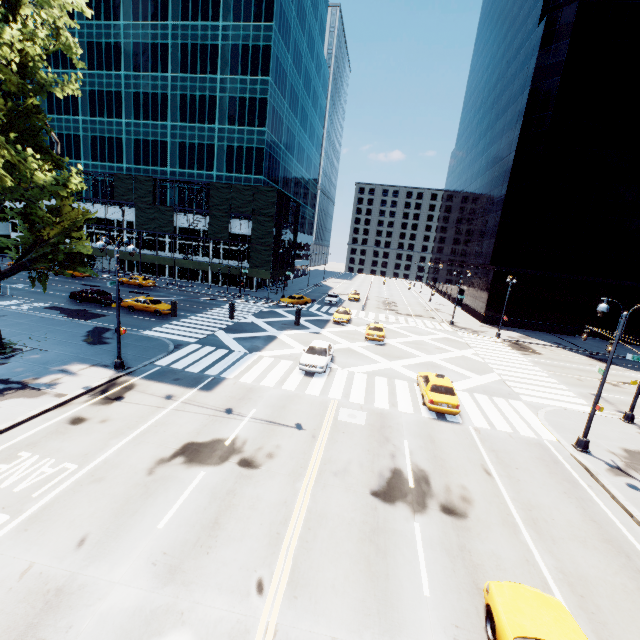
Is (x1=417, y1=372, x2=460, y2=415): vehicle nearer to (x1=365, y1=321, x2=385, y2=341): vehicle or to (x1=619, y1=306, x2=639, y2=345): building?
(x1=365, y1=321, x2=385, y2=341): vehicle

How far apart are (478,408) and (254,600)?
16.3m

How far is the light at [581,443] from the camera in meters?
14.6

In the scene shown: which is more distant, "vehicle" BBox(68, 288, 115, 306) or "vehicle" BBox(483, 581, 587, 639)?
"vehicle" BBox(68, 288, 115, 306)

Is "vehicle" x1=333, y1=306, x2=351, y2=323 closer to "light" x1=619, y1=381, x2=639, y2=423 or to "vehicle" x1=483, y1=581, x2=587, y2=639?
"light" x1=619, y1=381, x2=639, y2=423

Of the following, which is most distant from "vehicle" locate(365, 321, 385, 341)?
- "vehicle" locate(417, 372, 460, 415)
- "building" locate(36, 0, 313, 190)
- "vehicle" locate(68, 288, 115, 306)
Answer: "vehicle" locate(68, 288, 115, 306)

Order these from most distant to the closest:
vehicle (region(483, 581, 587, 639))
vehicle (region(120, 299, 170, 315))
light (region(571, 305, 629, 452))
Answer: vehicle (region(120, 299, 170, 315)) → light (region(571, 305, 629, 452)) → vehicle (region(483, 581, 587, 639))

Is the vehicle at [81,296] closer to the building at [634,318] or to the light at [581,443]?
the light at [581,443]
